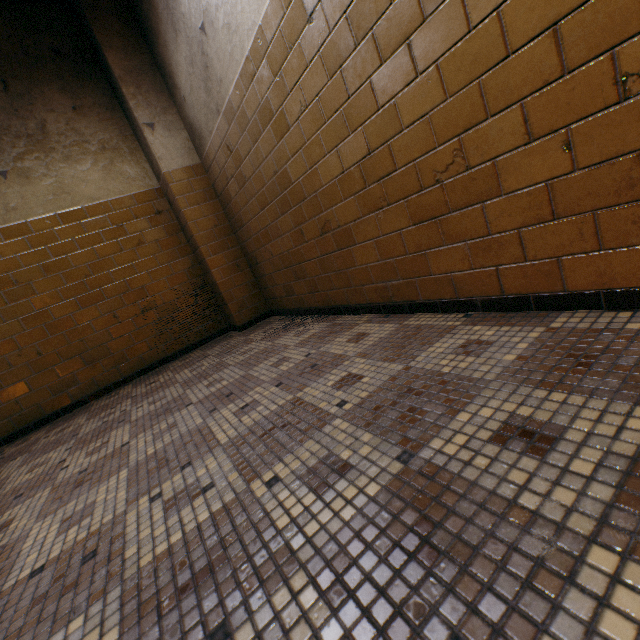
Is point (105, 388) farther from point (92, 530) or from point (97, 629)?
point (97, 629)
